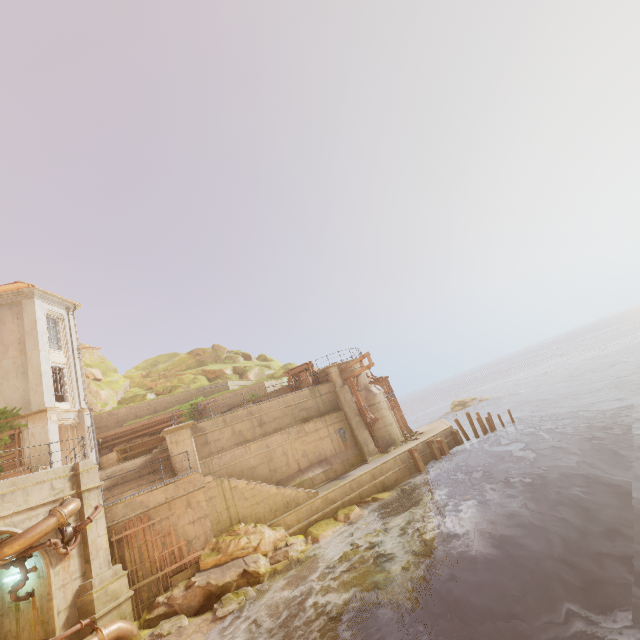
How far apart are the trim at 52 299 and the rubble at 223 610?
22.00m

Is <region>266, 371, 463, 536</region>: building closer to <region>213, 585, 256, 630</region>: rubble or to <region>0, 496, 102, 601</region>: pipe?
<region>213, 585, 256, 630</region>: rubble

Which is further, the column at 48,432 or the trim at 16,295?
the trim at 16,295

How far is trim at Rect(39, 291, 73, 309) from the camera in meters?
22.4

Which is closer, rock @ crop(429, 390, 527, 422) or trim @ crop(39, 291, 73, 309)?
trim @ crop(39, 291, 73, 309)

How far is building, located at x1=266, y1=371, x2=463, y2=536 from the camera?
16.0m

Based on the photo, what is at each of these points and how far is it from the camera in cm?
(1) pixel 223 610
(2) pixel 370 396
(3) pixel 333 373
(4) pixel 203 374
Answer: (1) rubble, 1134
(2) building, 2398
(3) column, 2378
(4) rock, 3628

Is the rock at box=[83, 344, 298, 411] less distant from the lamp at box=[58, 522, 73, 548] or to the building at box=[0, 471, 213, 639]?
the building at box=[0, 471, 213, 639]
